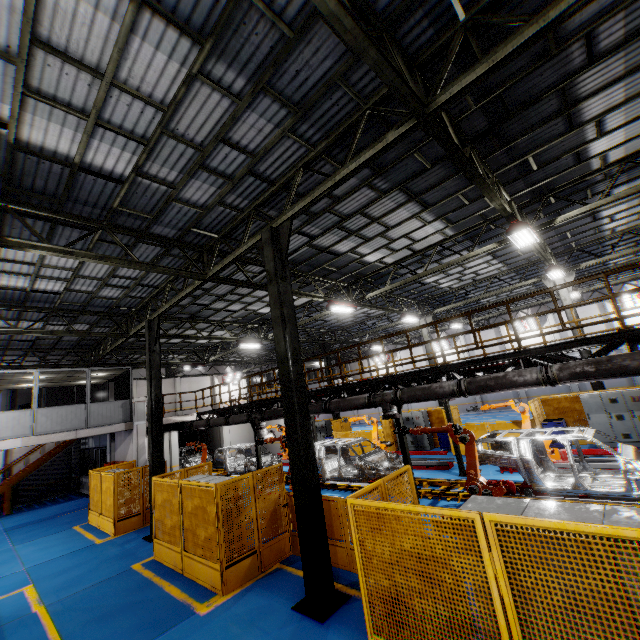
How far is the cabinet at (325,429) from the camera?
24.05m

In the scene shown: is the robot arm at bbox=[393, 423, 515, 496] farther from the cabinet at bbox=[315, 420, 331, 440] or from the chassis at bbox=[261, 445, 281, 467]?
the cabinet at bbox=[315, 420, 331, 440]

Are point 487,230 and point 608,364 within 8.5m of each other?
yes

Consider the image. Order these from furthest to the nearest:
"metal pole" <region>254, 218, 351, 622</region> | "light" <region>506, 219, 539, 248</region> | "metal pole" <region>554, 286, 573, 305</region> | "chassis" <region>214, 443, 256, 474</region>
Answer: "chassis" <region>214, 443, 256, 474</region> < "metal pole" <region>554, 286, 573, 305</region> < "light" <region>506, 219, 539, 248</region> < "metal pole" <region>254, 218, 351, 622</region>

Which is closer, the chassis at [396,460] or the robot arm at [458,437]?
the robot arm at [458,437]

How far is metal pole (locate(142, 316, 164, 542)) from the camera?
11.8m

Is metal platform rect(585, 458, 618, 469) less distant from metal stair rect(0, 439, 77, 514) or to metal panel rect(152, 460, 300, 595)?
metal panel rect(152, 460, 300, 595)

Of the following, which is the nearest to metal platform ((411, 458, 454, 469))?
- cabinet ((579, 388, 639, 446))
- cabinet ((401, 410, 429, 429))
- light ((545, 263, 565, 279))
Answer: cabinet ((401, 410, 429, 429))
